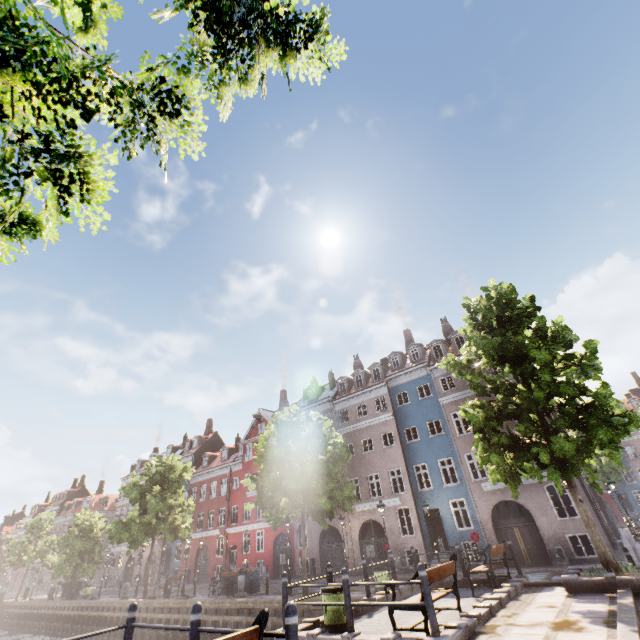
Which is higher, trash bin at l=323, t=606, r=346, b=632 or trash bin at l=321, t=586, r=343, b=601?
trash bin at l=321, t=586, r=343, b=601

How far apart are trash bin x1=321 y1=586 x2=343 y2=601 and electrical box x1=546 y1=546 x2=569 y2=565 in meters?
16.3 m

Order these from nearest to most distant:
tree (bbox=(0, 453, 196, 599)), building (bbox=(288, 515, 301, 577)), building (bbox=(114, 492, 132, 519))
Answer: tree (bbox=(0, 453, 196, 599)), building (bbox=(288, 515, 301, 577)), building (bbox=(114, 492, 132, 519))

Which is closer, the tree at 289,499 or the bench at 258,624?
the bench at 258,624

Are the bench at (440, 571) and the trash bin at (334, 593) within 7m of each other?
yes

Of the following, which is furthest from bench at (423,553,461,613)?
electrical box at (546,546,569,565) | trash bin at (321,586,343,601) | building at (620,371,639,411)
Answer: electrical box at (546,546,569,565)

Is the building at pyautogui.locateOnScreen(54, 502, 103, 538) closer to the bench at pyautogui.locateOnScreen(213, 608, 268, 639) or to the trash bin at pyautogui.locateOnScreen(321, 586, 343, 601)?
→ the trash bin at pyautogui.locateOnScreen(321, 586, 343, 601)

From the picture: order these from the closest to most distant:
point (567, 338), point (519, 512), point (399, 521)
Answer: point (567, 338) → point (399, 521) → point (519, 512)
